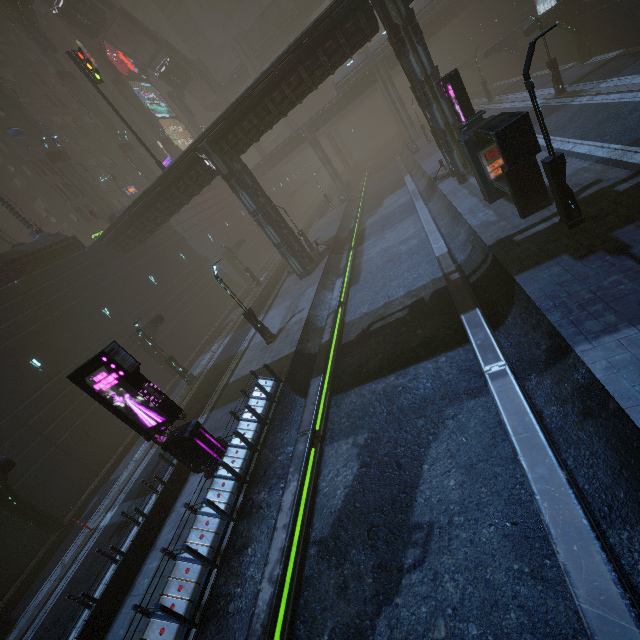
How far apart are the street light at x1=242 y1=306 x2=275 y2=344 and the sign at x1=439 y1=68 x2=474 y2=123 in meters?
14.2

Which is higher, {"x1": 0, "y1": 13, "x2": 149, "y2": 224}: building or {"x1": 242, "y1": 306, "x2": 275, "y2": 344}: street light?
{"x1": 0, "y1": 13, "x2": 149, "y2": 224}: building

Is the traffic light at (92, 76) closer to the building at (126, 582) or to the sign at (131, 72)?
the building at (126, 582)

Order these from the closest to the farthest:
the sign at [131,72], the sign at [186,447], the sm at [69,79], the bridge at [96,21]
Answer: the sign at [186,447] < the sm at [69,79] < the bridge at [96,21] < the sign at [131,72]

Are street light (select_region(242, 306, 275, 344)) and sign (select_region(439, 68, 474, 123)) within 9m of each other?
no

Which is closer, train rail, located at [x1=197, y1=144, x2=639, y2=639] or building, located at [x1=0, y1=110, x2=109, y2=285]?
train rail, located at [x1=197, y1=144, x2=639, y2=639]

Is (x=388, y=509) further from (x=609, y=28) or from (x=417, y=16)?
(x=417, y=16)

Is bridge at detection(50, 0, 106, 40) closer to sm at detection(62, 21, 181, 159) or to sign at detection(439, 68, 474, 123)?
sm at detection(62, 21, 181, 159)
